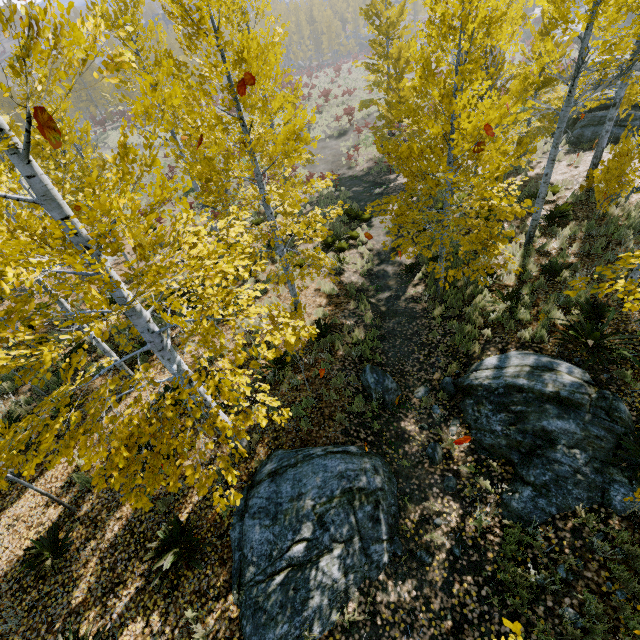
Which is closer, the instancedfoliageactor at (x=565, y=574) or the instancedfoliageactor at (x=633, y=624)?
the instancedfoliageactor at (x=633, y=624)

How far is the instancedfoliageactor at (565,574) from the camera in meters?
4.6

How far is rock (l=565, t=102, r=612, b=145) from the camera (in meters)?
15.39

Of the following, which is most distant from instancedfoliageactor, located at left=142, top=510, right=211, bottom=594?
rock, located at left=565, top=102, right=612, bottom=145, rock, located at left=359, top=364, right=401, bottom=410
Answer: rock, located at left=565, top=102, right=612, bottom=145

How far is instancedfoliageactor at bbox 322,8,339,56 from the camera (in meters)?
56.25

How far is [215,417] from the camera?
3.99m

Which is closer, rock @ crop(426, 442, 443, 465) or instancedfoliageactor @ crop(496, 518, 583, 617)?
instancedfoliageactor @ crop(496, 518, 583, 617)

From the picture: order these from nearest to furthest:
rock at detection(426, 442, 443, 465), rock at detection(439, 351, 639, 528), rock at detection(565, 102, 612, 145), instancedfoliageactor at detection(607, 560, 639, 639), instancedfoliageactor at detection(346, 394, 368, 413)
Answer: instancedfoliageactor at detection(607, 560, 639, 639), rock at detection(439, 351, 639, 528), rock at detection(426, 442, 443, 465), instancedfoliageactor at detection(346, 394, 368, 413), rock at detection(565, 102, 612, 145)
